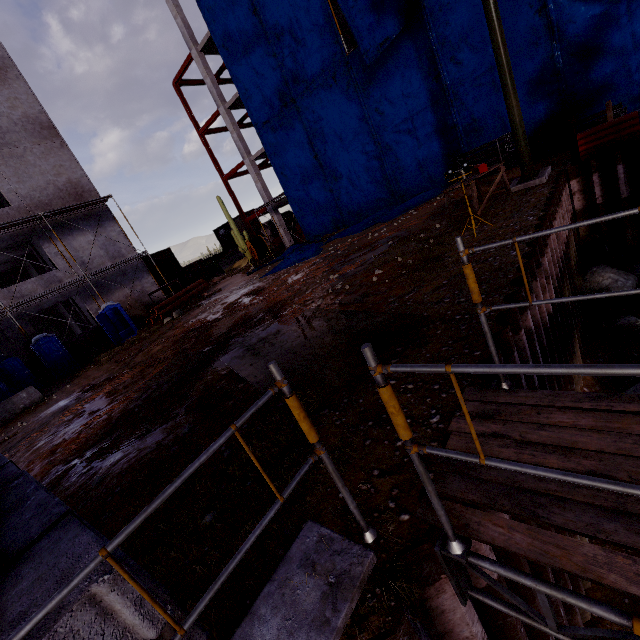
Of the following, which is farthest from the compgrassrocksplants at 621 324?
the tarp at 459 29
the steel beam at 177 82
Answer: the steel beam at 177 82

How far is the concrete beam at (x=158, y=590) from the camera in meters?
1.4 m

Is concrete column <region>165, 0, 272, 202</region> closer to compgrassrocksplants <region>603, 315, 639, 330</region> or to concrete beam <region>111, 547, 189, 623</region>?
compgrassrocksplants <region>603, 315, 639, 330</region>

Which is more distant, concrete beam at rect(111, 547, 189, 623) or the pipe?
the pipe

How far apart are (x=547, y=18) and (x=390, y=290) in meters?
13.9 m

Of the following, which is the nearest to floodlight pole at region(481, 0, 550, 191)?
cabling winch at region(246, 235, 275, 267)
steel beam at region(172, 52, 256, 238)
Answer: Result: cabling winch at region(246, 235, 275, 267)

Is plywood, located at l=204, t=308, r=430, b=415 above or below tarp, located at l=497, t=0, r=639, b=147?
below

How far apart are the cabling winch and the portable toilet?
9.03m
